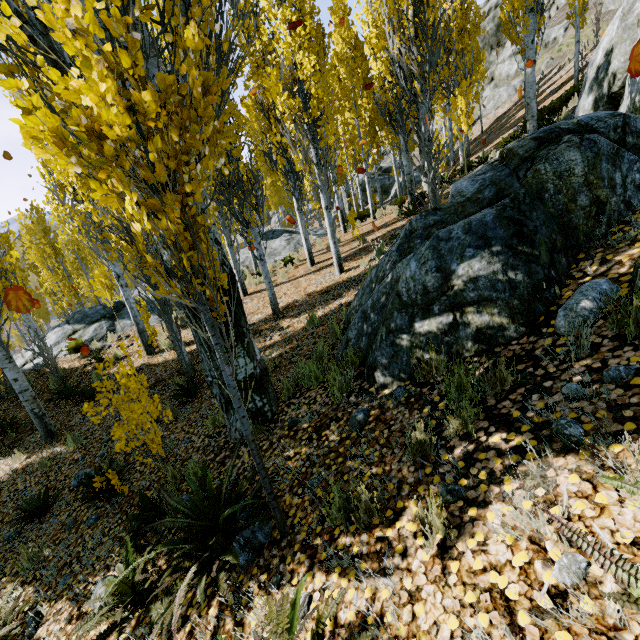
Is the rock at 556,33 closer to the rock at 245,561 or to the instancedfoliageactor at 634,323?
the instancedfoliageactor at 634,323

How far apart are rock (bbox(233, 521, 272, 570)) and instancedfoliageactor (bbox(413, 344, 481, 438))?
1.9m

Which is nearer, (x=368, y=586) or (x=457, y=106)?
(x=368, y=586)

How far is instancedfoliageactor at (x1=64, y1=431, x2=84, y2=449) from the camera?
6.8m

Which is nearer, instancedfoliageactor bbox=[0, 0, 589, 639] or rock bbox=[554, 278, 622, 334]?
instancedfoliageactor bbox=[0, 0, 589, 639]

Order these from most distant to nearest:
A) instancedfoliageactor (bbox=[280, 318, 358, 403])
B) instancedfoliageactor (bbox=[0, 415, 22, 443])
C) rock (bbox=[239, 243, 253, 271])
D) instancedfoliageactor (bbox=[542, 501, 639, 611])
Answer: rock (bbox=[239, 243, 253, 271]) → instancedfoliageactor (bbox=[0, 415, 22, 443]) → instancedfoliageactor (bbox=[280, 318, 358, 403]) → instancedfoliageactor (bbox=[542, 501, 639, 611])

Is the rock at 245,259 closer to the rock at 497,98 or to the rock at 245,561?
the rock at 497,98
